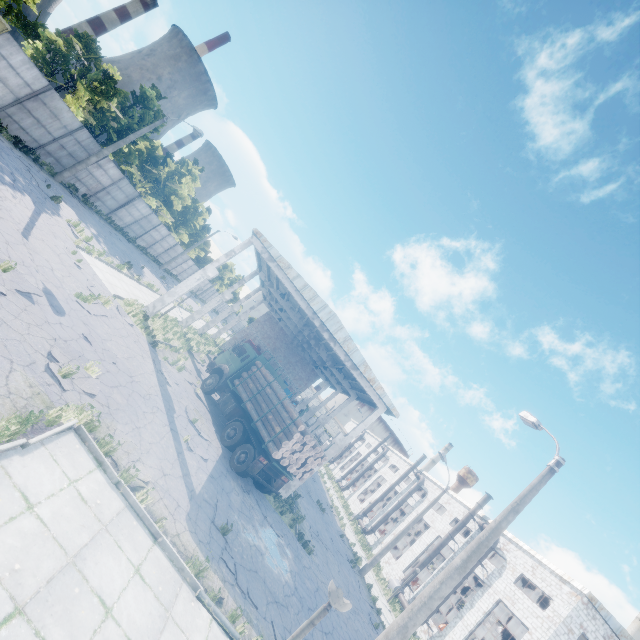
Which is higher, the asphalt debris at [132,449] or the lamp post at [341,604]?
the lamp post at [341,604]

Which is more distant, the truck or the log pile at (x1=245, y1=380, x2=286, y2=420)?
the log pile at (x1=245, y1=380, x2=286, y2=420)

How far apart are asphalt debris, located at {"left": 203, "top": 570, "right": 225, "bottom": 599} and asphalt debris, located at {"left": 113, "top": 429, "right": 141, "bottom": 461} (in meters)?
1.94

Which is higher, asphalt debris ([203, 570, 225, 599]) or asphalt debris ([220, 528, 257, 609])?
asphalt debris ([203, 570, 225, 599])

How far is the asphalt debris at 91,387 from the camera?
8.30m

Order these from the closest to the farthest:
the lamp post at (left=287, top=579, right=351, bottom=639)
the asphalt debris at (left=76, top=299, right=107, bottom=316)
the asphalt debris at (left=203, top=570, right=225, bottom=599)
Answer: the lamp post at (left=287, top=579, right=351, bottom=639)
the asphalt debris at (left=203, top=570, right=225, bottom=599)
the asphalt debris at (left=76, top=299, right=107, bottom=316)

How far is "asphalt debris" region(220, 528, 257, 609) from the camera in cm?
850

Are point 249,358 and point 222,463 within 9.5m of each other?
yes
